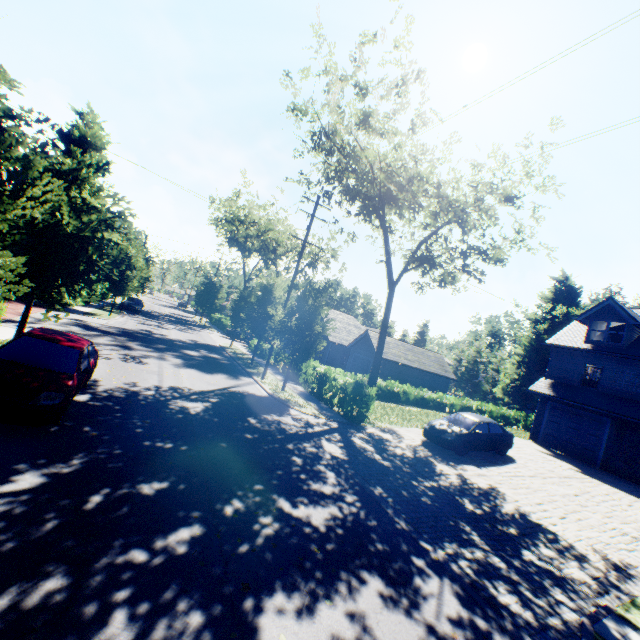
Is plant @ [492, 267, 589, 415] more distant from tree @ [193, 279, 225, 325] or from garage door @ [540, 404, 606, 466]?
garage door @ [540, 404, 606, 466]

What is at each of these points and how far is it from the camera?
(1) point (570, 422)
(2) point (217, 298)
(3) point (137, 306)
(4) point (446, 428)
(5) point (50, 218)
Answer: (1) garage door, 20.7m
(2) tree, 46.7m
(3) car, 35.4m
(4) car, 14.9m
(5) tree, 4.8m

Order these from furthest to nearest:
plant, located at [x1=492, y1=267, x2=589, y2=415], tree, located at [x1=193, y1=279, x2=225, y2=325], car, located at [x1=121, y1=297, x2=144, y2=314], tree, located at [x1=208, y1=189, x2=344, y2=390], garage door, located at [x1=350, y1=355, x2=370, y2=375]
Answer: plant, located at [x1=492, y1=267, x2=589, y2=415]
tree, located at [x1=193, y1=279, x2=225, y2=325]
car, located at [x1=121, y1=297, x2=144, y2=314]
garage door, located at [x1=350, y1=355, x2=370, y2=375]
tree, located at [x1=208, y1=189, x2=344, y2=390]

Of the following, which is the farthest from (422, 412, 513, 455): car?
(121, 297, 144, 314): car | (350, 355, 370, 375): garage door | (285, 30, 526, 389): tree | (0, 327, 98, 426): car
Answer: (121, 297, 144, 314): car

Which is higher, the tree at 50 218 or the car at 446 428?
the tree at 50 218

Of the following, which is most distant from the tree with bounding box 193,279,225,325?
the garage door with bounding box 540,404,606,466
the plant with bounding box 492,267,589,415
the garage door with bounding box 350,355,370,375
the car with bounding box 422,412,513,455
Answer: the garage door with bounding box 540,404,606,466

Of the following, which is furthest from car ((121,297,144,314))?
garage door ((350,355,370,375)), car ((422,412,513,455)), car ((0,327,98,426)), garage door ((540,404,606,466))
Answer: garage door ((540,404,606,466))

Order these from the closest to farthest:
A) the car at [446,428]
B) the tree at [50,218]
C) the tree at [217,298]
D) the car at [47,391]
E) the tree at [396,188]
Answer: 1. the tree at [50,218]
2. the car at [47,391]
3. the car at [446,428]
4. the tree at [396,188]
5. the tree at [217,298]
